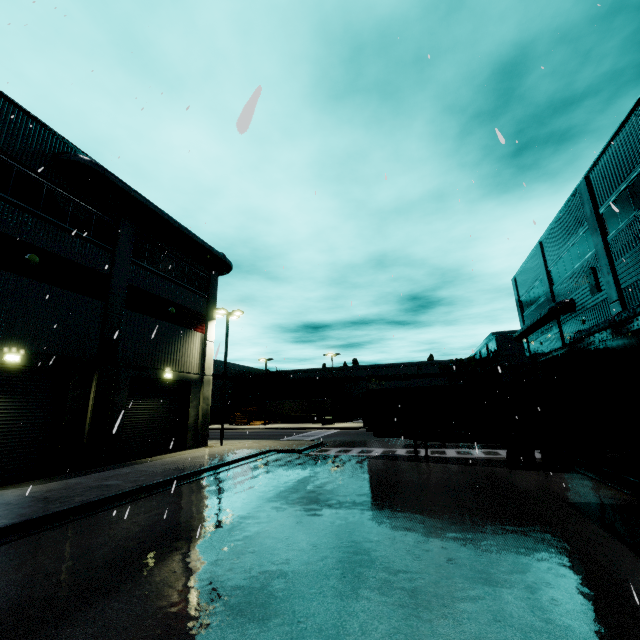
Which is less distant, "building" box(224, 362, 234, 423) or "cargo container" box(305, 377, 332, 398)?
"building" box(224, 362, 234, 423)

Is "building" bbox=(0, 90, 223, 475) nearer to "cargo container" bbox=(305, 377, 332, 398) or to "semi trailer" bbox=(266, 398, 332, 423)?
"semi trailer" bbox=(266, 398, 332, 423)

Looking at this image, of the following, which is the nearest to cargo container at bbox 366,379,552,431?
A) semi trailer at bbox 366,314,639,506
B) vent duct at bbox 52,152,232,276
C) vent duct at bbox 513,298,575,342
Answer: semi trailer at bbox 366,314,639,506

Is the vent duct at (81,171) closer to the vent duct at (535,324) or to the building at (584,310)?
the building at (584,310)

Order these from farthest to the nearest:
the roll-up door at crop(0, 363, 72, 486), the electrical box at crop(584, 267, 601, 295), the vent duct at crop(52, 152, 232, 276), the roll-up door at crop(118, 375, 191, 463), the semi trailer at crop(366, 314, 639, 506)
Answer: the electrical box at crop(584, 267, 601, 295), the roll-up door at crop(118, 375, 191, 463), the vent duct at crop(52, 152, 232, 276), the roll-up door at crop(0, 363, 72, 486), the semi trailer at crop(366, 314, 639, 506)

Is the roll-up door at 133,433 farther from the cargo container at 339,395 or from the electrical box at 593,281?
the electrical box at 593,281

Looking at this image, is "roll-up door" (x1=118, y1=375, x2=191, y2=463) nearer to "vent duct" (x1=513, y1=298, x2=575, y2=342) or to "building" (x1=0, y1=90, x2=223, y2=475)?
"building" (x1=0, y1=90, x2=223, y2=475)

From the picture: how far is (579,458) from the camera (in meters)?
7.84
